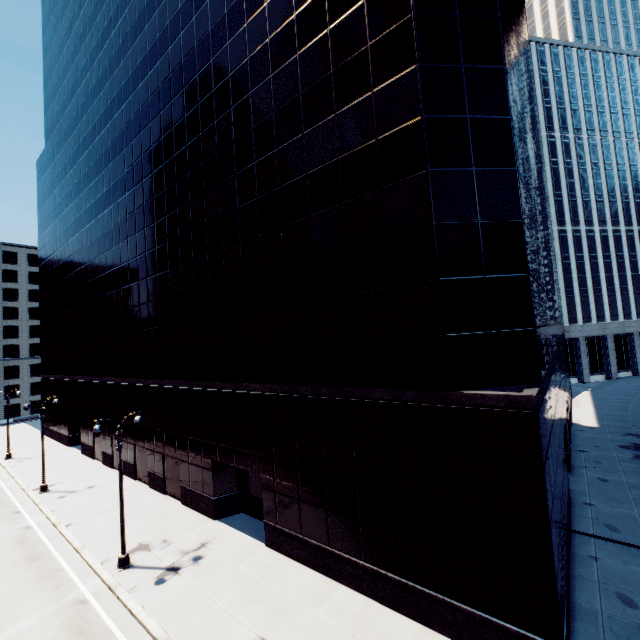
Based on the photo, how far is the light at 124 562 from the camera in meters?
15.9 m

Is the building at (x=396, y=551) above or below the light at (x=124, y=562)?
above

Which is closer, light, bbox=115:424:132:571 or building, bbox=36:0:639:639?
building, bbox=36:0:639:639

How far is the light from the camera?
15.91m

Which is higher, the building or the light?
the building

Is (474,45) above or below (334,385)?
above
